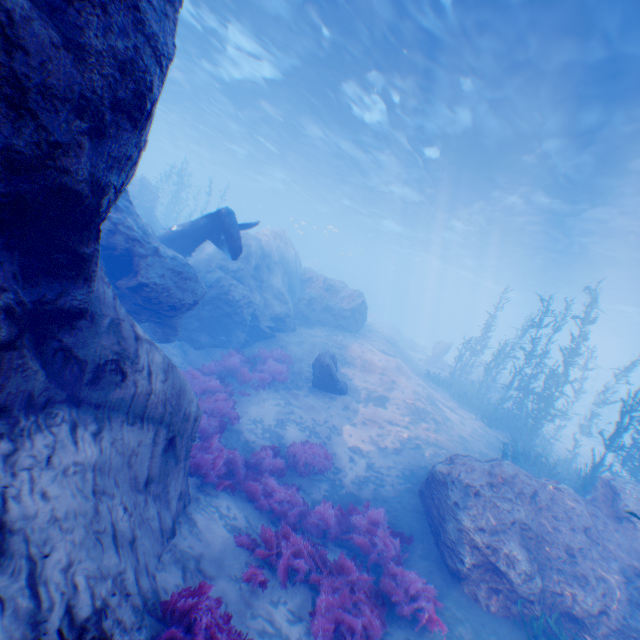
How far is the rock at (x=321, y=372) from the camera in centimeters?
1354cm

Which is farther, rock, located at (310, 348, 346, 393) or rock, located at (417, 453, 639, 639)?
rock, located at (310, 348, 346, 393)

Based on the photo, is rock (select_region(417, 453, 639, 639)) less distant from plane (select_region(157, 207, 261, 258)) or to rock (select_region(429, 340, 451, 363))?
plane (select_region(157, 207, 261, 258))

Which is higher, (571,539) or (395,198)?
(395,198)

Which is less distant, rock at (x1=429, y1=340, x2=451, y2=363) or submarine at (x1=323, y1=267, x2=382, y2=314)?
rock at (x1=429, y1=340, x2=451, y2=363)

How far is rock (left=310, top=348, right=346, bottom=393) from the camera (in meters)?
13.54

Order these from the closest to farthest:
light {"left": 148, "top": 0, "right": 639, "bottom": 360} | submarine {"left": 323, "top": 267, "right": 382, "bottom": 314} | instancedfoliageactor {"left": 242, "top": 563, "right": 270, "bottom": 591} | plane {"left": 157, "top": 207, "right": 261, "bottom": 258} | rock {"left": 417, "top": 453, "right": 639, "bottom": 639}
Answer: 1. instancedfoliageactor {"left": 242, "top": 563, "right": 270, "bottom": 591}
2. rock {"left": 417, "top": 453, "right": 639, "bottom": 639}
3. light {"left": 148, "top": 0, "right": 639, "bottom": 360}
4. plane {"left": 157, "top": 207, "right": 261, "bottom": 258}
5. submarine {"left": 323, "top": 267, "right": 382, "bottom": 314}

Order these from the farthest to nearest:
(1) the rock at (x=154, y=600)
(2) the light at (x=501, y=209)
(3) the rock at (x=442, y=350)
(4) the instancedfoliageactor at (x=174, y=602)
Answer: (3) the rock at (x=442, y=350) < (2) the light at (x=501, y=209) < (4) the instancedfoliageactor at (x=174, y=602) < (1) the rock at (x=154, y=600)
